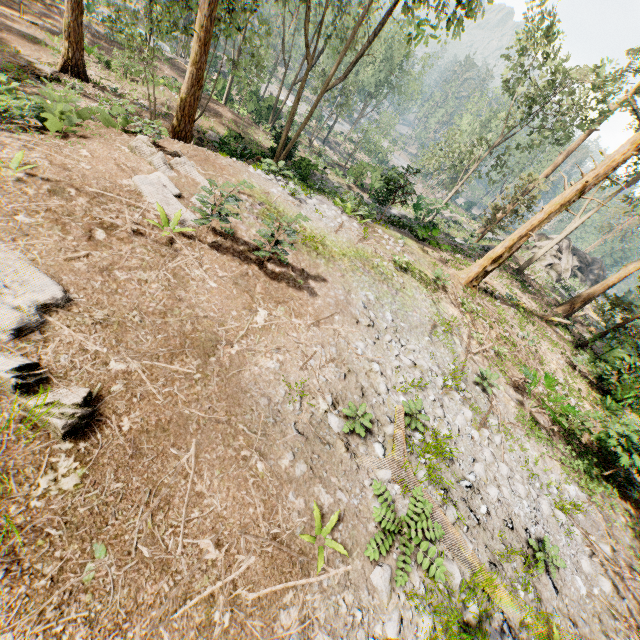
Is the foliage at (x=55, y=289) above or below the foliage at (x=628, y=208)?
below

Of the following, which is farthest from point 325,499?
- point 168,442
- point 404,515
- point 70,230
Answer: point 70,230

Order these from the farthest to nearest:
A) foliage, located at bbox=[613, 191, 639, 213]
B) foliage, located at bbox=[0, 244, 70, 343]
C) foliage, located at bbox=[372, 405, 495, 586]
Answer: foliage, located at bbox=[613, 191, 639, 213] → foliage, located at bbox=[372, 405, 495, 586] → foliage, located at bbox=[0, 244, 70, 343]

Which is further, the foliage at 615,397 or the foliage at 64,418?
the foliage at 615,397

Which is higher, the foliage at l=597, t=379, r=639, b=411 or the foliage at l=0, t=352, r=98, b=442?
the foliage at l=597, t=379, r=639, b=411

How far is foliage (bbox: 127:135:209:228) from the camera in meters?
7.7 m
